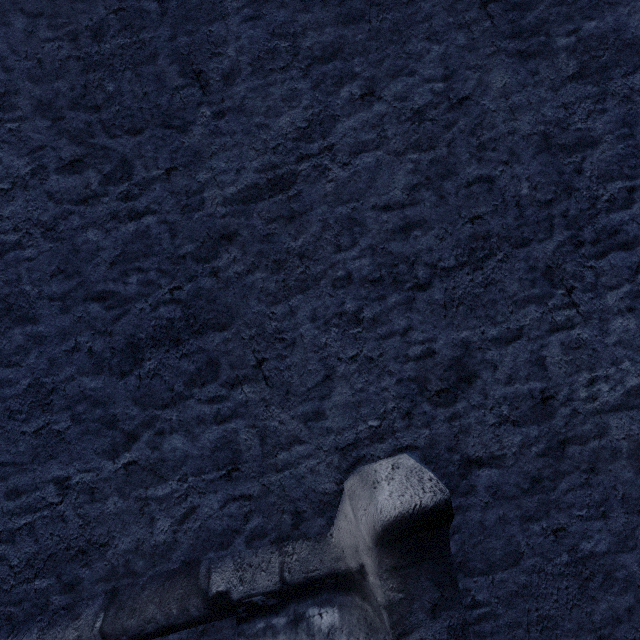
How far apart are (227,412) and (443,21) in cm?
282
